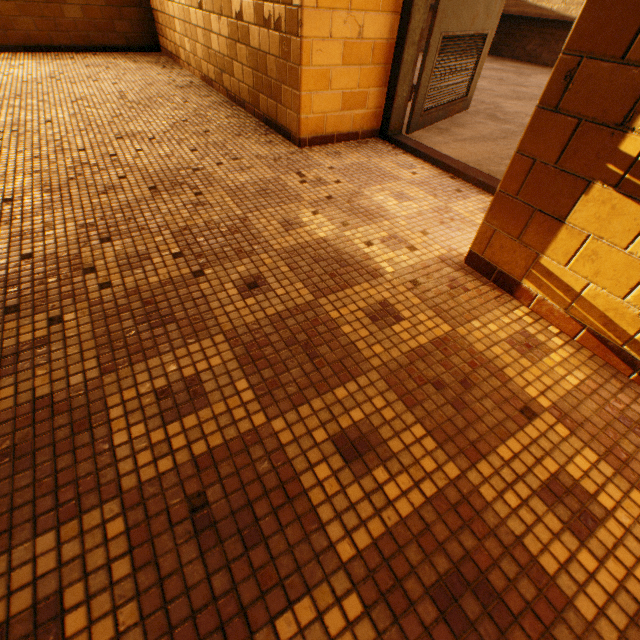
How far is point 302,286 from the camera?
1.40m
